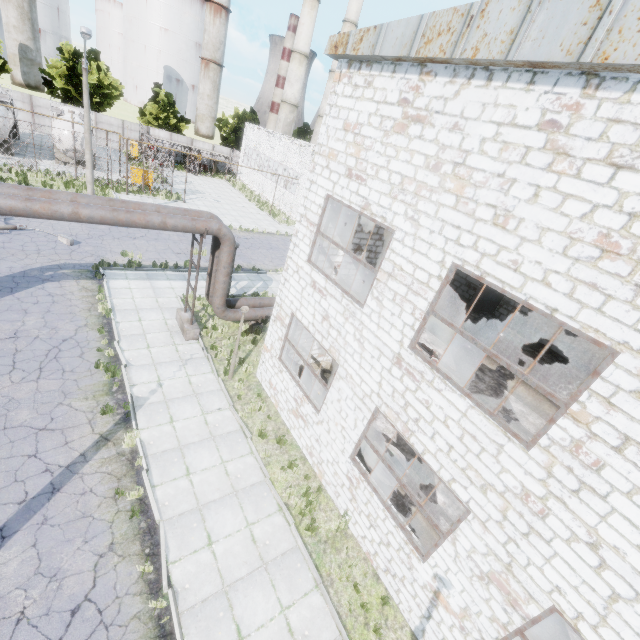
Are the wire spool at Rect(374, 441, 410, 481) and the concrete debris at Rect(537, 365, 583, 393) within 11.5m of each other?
yes

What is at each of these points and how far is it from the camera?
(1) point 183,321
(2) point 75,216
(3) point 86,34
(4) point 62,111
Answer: (1) pipe holder, 14.2 meters
(2) pipe, 9.5 meters
(3) lamp post, 16.1 meters
(4) gas tank, 30.9 meters

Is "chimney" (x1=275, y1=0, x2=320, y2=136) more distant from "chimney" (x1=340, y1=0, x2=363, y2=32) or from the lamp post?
the lamp post

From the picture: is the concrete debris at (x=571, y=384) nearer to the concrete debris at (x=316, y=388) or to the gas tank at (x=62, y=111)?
the concrete debris at (x=316, y=388)

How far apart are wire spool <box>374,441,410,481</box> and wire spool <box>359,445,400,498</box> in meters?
0.2 m

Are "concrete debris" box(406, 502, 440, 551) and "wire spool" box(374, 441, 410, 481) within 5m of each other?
yes

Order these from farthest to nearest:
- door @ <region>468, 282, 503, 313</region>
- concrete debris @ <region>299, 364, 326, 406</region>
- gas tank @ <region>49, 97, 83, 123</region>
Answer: gas tank @ <region>49, 97, 83, 123</region> → door @ <region>468, 282, 503, 313</region> → concrete debris @ <region>299, 364, 326, 406</region>

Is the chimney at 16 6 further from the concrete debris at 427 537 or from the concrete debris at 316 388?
the concrete debris at 427 537
